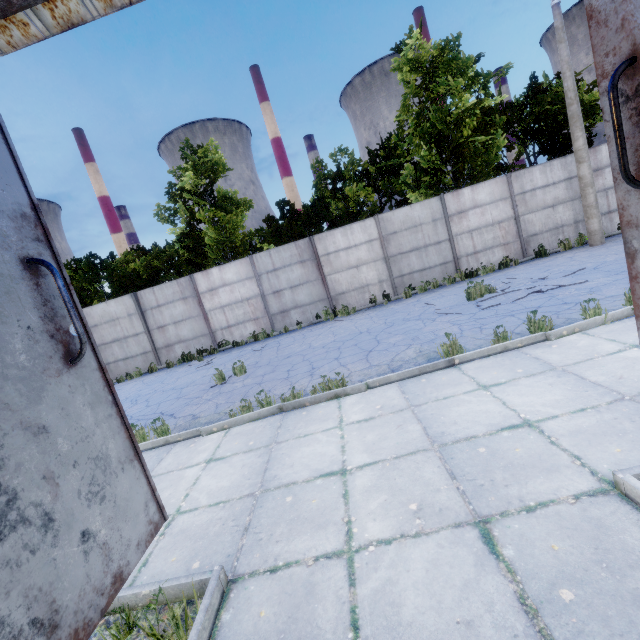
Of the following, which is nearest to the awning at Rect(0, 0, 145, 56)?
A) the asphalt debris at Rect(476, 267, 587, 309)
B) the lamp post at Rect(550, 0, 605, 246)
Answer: the asphalt debris at Rect(476, 267, 587, 309)

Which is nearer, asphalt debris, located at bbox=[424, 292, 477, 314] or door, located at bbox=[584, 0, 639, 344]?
door, located at bbox=[584, 0, 639, 344]

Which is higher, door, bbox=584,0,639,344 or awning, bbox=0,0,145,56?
awning, bbox=0,0,145,56

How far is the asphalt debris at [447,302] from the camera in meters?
8.7

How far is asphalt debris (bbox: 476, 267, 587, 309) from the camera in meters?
8.1

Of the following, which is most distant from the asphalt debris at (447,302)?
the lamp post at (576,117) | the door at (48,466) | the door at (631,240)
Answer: the door at (48,466)

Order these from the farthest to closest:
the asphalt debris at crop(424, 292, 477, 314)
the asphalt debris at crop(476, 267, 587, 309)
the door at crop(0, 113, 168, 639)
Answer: the asphalt debris at crop(424, 292, 477, 314) < the asphalt debris at crop(476, 267, 587, 309) < the door at crop(0, 113, 168, 639)

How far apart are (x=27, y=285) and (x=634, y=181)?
2.22m
